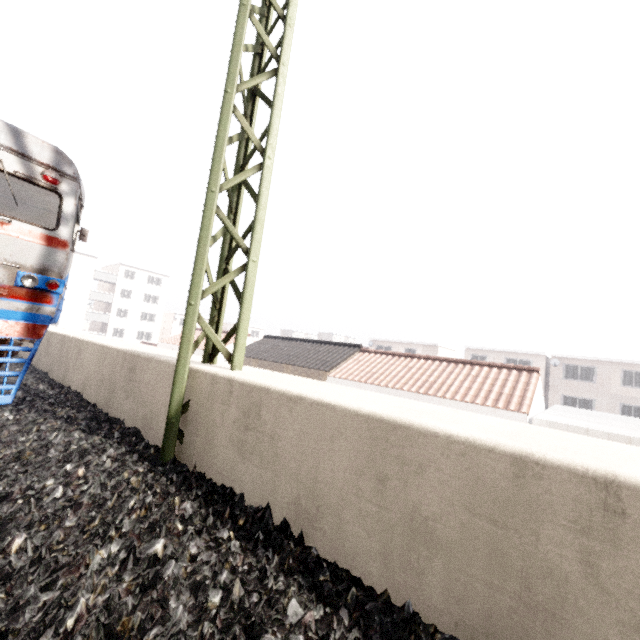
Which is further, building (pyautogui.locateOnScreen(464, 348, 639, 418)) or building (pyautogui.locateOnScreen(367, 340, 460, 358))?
building (pyautogui.locateOnScreen(367, 340, 460, 358))

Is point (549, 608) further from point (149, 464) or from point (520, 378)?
point (520, 378)

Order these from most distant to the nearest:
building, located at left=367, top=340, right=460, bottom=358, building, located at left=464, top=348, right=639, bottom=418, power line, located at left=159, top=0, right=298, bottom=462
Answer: building, located at left=367, top=340, right=460, bottom=358, building, located at left=464, top=348, right=639, bottom=418, power line, located at left=159, top=0, right=298, bottom=462

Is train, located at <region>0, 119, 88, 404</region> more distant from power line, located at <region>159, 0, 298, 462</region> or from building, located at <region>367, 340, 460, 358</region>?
building, located at <region>367, 340, 460, 358</region>

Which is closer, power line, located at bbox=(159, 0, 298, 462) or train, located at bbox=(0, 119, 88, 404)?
power line, located at bbox=(159, 0, 298, 462)

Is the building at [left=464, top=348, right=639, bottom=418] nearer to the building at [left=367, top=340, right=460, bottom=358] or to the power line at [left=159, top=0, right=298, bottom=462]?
the building at [left=367, top=340, right=460, bottom=358]

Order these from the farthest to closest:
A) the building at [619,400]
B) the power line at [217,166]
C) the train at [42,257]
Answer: the building at [619,400], the train at [42,257], the power line at [217,166]

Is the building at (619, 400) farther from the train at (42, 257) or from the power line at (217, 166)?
the train at (42, 257)
